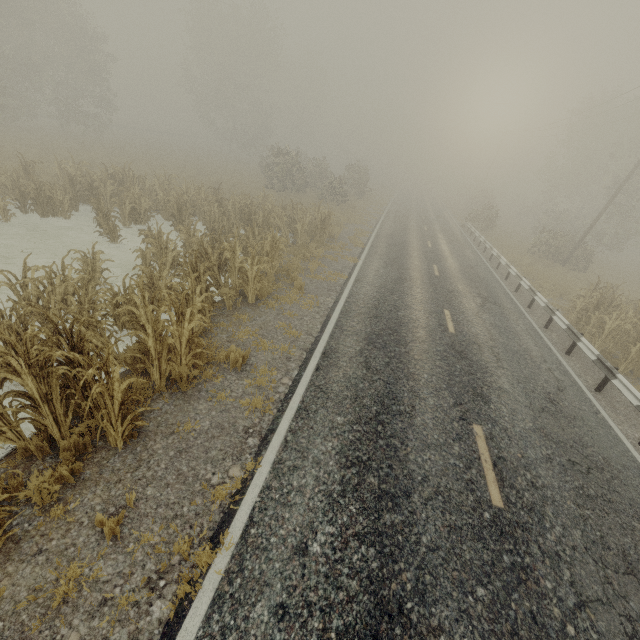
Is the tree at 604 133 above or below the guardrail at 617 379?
above

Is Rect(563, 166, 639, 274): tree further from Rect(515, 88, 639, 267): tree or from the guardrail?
Rect(515, 88, 639, 267): tree

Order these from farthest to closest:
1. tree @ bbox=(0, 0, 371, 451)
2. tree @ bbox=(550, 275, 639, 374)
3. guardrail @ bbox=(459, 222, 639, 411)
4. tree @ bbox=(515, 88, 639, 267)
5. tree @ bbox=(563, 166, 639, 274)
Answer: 1. tree @ bbox=(515, 88, 639, 267)
2. tree @ bbox=(563, 166, 639, 274)
3. tree @ bbox=(550, 275, 639, 374)
4. guardrail @ bbox=(459, 222, 639, 411)
5. tree @ bbox=(0, 0, 371, 451)

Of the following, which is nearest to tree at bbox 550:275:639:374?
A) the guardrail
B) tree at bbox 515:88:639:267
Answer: the guardrail

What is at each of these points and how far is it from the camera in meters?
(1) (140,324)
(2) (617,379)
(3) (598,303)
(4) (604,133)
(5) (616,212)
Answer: (1) tree, 6.3
(2) guardrail, 8.4
(3) tree, 12.3
(4) tree, 35.8
(5) tree, 25.0

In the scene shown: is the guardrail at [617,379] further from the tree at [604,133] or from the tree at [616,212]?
the tree at [604,133]
